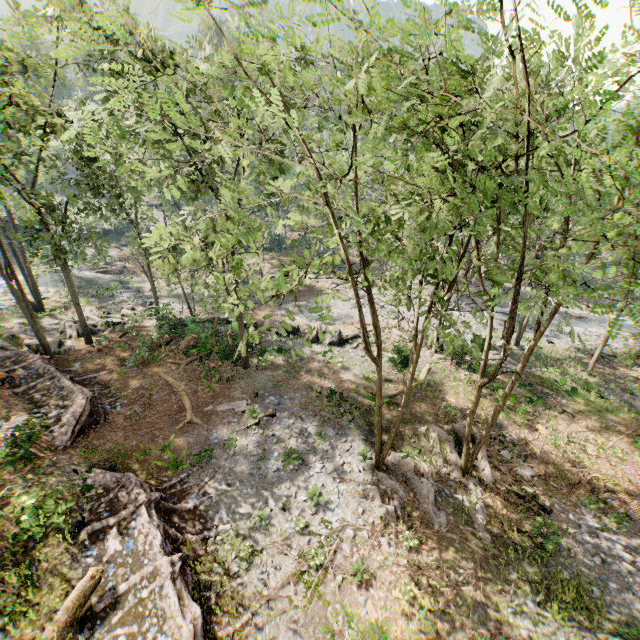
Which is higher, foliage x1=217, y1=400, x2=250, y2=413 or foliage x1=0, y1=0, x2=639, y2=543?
foliage x1=0, y1=0, x2=639, y2=543

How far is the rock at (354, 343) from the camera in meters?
27.8

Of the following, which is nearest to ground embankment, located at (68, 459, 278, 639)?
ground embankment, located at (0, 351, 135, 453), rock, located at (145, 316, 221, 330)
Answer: ground embankment, located at (0, 351, 135, 453)

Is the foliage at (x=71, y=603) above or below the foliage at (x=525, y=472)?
above

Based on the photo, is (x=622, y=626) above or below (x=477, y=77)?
below

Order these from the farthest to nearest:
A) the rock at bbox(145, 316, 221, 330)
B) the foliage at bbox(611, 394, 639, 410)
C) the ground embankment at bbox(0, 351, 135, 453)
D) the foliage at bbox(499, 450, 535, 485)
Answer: the rock at bbox(145, 316, 221, 330)
the foliage at bbox(611, 394, 639, 410)
the foliage at bbox(499, 450, 535, 485)
the ground embankment at bbox(0, 351, 135, 453)

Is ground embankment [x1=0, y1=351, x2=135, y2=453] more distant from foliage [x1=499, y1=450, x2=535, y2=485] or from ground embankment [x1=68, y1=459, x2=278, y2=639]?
ground embankment [x1=68, y1=459, x2=278, y2=639]

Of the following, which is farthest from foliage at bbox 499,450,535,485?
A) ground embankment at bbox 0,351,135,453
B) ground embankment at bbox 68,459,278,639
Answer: ground embankment at bbox 68,459,278,639
